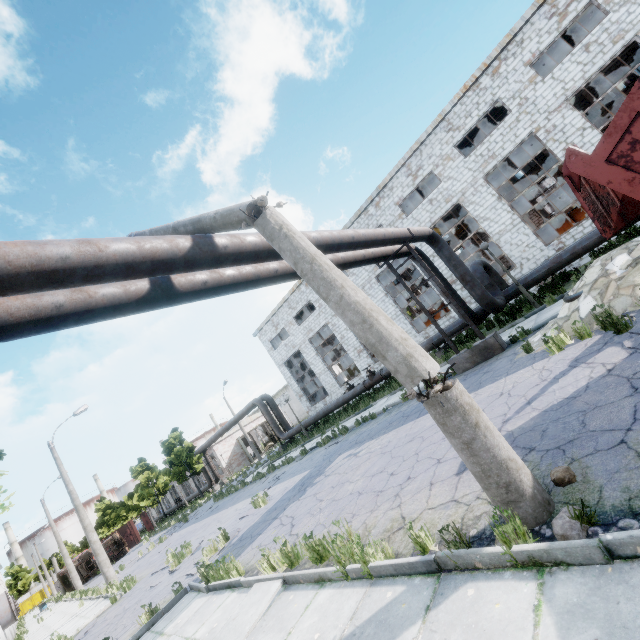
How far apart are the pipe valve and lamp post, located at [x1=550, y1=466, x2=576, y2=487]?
16.6 meters

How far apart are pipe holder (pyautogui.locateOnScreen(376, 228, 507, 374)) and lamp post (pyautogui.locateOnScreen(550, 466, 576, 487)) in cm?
752

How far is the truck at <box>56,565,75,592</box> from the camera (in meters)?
37.06

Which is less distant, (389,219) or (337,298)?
(337,298)

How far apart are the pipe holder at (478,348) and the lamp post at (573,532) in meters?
8.1

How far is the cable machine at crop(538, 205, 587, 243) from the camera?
18.22m

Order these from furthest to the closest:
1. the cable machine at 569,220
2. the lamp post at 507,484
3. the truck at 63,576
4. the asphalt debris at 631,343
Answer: the truck at 63,576, the cable machine at 569,220, the asphalt debris at 631,343, the lamp post at 507,484

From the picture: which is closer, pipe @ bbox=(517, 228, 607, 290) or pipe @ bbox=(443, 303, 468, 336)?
pipe @ bbox=(517, 228, 607, 290)
